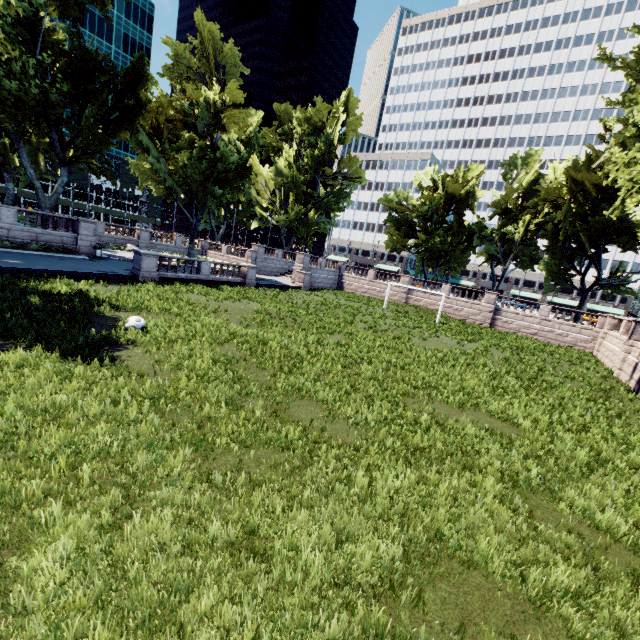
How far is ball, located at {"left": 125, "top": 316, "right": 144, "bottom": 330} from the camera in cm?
1191

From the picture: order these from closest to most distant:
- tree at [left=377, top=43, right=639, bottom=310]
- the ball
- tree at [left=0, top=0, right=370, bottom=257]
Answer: the ball
tree at [left=377, top=43, right=639, bottom=310]
tree at [left=0, top=0, right=370, bottom=257]

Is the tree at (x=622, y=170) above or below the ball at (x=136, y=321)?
above

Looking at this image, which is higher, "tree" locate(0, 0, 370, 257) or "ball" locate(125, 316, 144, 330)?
"tree" locate(0, 0, 370, 257)

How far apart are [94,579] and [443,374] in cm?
1266

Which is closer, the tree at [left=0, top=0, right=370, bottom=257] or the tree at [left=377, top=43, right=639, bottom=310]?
the tree at [left=377, top=43, right=639, bottom=310]

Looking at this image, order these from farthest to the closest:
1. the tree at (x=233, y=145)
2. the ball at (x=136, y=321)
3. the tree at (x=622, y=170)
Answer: the tree at (x=233, y=145), the tree at (x=622, y=170), the ball at (x=136, y=321)

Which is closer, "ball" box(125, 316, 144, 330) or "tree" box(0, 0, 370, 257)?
"ball" box(125, 316, 144, 330)
